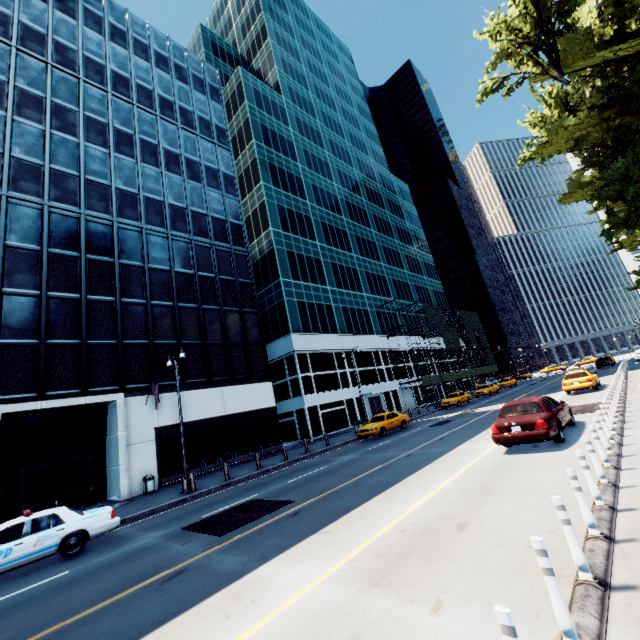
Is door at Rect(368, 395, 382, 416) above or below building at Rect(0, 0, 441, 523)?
below

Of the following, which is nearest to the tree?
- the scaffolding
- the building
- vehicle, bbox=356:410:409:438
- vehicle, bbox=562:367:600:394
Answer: vehicle, bbox=562:367:600:394

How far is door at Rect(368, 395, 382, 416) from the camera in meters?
40.0 m

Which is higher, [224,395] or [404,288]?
[404,288]

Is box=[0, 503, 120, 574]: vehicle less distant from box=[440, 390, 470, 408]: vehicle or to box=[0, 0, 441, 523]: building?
box=[0, 0, 441, 523]: building

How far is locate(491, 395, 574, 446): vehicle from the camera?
10.05m

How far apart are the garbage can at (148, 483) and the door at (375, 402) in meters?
25.9 m

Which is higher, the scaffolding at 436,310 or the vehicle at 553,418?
the scaffolding at 436,310
